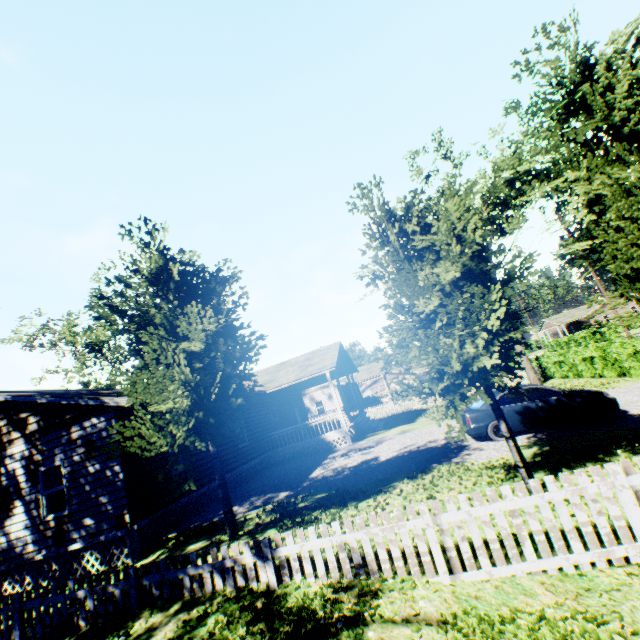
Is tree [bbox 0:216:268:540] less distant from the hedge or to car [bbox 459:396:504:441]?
the hedge

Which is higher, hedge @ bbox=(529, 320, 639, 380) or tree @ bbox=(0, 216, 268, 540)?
tree @ bbox=(0, 216, 268, 540)

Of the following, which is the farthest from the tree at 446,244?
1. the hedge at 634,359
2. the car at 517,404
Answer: the car at 517,404

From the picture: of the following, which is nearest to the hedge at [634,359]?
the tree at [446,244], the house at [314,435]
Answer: the tree at [446,244]

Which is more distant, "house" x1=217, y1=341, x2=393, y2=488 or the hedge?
the hedge

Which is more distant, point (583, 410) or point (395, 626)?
point (583, 410)

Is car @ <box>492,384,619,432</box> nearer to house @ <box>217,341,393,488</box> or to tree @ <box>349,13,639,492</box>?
tree @ <box>349,13,639,492</box>

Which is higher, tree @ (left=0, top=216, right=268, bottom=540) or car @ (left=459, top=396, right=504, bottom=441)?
tree @ (left=0, top=216, right=268, bottom=540)
